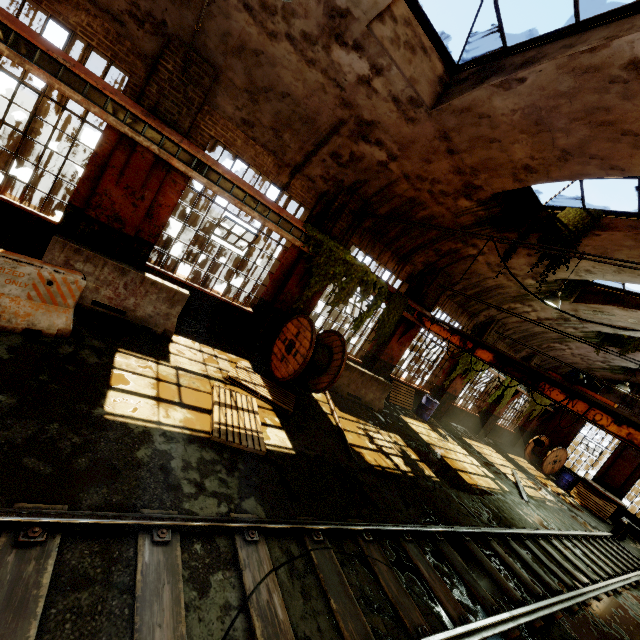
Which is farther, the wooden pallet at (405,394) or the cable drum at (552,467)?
the cable drum at (552,467)

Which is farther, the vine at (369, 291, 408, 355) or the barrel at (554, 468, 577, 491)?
the barrel at (554, 468, 577, 491)

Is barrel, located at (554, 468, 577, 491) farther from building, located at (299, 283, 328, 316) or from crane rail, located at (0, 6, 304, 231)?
crane rail, located at (0, 6, 304, 231)

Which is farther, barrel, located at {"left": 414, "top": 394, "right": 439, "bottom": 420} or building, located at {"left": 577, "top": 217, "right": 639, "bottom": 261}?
barrel, located at {"left": 414, "top": 394, "right": 439, "bottom": 420}

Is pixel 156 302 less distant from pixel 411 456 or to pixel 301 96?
pixel 301 96

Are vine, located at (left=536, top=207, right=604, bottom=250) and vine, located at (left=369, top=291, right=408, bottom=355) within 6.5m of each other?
yes

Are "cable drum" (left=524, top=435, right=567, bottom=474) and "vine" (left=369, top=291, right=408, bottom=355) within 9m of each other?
no

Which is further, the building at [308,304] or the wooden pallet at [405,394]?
the wooden pallet at [405,394]
